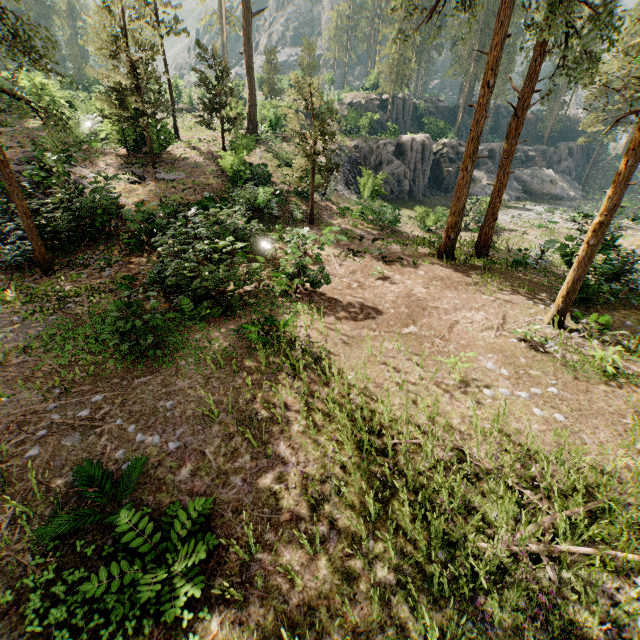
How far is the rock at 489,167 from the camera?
40.5m

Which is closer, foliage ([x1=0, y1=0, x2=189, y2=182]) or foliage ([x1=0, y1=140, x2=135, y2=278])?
foliage ([x1=0, y1=0, x2=189, y2=182])

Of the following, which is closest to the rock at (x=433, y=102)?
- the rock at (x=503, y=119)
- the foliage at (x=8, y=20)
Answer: the foliage at (x=8, y=20)

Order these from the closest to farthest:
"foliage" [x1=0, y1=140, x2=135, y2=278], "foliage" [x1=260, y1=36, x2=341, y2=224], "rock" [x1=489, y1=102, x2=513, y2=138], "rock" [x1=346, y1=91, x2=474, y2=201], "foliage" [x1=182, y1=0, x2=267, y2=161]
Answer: "foliage" [x1=0, y1=140, x2=135, y2=278] < "foliage" [x1=260, y1=36, x2=341, y2=224] < "foliage" [x1=182, y1=0, x2=267, y2=161] < "rock" [x1=346, y1=91, x2=474, y2=201] < "rock" [x1=489, y1=102, x2=513, y2=138]

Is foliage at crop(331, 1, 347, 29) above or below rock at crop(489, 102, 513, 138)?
above

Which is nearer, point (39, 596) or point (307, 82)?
point (39, 596)

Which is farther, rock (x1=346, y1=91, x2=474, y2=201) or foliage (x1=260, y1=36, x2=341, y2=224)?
rock (x1=346, y1=91, x2=474, y2=201)

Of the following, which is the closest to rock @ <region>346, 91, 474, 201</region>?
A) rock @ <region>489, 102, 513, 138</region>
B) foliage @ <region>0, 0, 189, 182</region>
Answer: foliage @ <region>0, 0, 189, 182</region>
